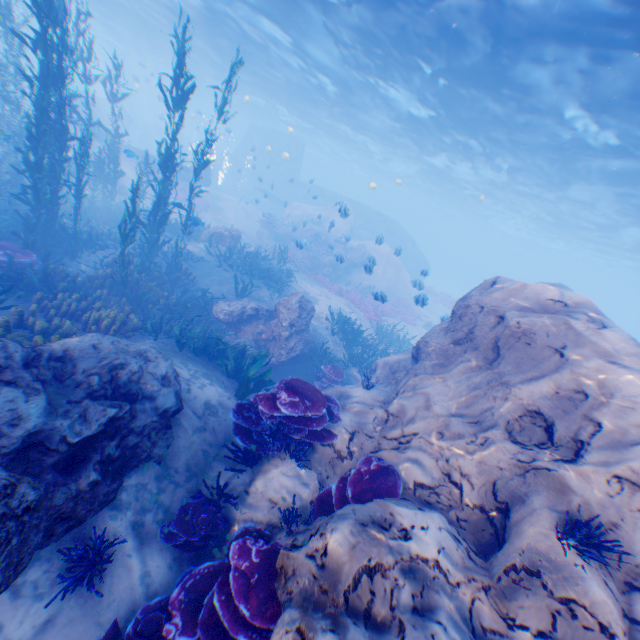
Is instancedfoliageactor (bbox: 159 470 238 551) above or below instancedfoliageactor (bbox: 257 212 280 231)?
below

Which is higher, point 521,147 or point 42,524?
point 521,147

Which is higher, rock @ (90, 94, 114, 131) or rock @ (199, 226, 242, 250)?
rock @ (90, 94, 114, 131)

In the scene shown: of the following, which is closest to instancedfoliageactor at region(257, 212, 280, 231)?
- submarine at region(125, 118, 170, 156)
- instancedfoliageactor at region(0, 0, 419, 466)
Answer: submarine at region(125, 118, 170, 156)

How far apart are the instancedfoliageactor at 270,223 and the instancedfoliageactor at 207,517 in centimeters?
2231cm

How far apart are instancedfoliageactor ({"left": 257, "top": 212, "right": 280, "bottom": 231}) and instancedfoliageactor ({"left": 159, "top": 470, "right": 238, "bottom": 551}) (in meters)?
22.31

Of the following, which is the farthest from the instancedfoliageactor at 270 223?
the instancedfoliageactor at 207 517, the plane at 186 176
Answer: the instancedfoliageactor at 207 517

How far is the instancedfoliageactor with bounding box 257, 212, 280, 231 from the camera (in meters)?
24.70
